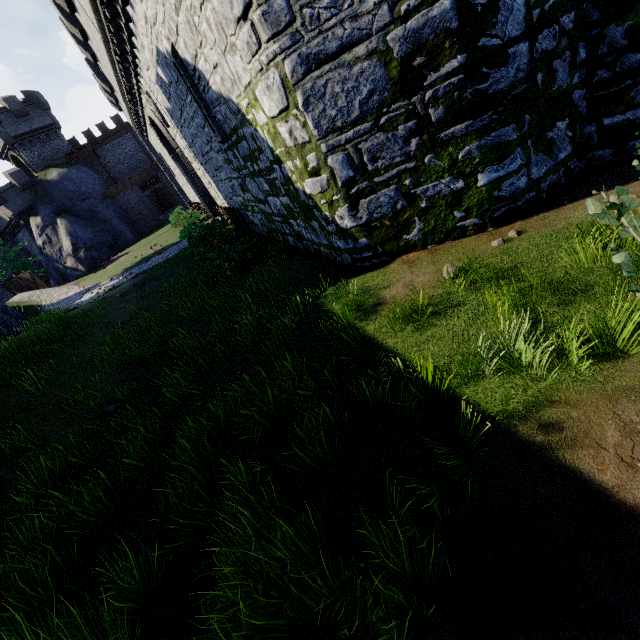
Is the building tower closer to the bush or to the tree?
the tree

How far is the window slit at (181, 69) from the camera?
7.79m

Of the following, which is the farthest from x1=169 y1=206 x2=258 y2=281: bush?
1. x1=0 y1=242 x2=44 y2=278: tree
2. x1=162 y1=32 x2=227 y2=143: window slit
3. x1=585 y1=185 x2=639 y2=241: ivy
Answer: x1=0 y1=242 x2=44 y2=278: tree

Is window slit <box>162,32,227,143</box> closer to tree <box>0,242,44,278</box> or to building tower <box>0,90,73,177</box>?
tree <box>0,242,44,278</box>

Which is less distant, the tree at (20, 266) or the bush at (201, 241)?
the bush at (201, 241)

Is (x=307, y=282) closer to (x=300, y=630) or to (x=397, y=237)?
(x=397, y=237)

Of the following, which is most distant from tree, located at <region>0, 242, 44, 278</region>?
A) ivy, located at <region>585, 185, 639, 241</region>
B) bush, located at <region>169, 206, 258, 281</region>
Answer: ivy, located at <region>585, 185, 639, 241</region>

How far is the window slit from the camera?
7.79m
